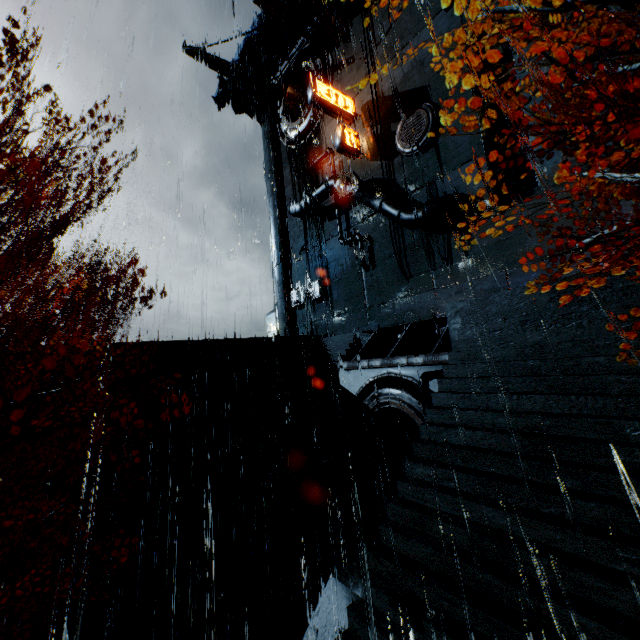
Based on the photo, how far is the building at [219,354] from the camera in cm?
1724

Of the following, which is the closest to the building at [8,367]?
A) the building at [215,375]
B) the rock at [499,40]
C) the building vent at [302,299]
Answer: the building at [215,375]

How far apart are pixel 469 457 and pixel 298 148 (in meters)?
31.27

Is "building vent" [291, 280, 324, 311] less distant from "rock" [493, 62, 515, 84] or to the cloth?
"rock" [493, 62, 515, 84]

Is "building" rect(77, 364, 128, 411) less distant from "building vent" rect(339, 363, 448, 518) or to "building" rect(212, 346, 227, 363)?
"building" rect(212, 346, 227, 363)

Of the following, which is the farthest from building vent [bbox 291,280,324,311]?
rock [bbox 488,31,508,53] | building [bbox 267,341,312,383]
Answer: rock [bbox 488,31,508,53]

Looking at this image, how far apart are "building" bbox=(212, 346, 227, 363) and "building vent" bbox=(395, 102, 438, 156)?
16.08m

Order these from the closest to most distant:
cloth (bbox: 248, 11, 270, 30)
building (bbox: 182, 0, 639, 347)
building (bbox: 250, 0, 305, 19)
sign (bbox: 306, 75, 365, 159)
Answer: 1. building (bbox: 182, 0, 639, 347)
2. sign (bbox: 306, 75, 365, 159)
3. building (bbox: 250, 0, 305, 19)
4. cloth (bbox: 248, 11, 270, 30)
